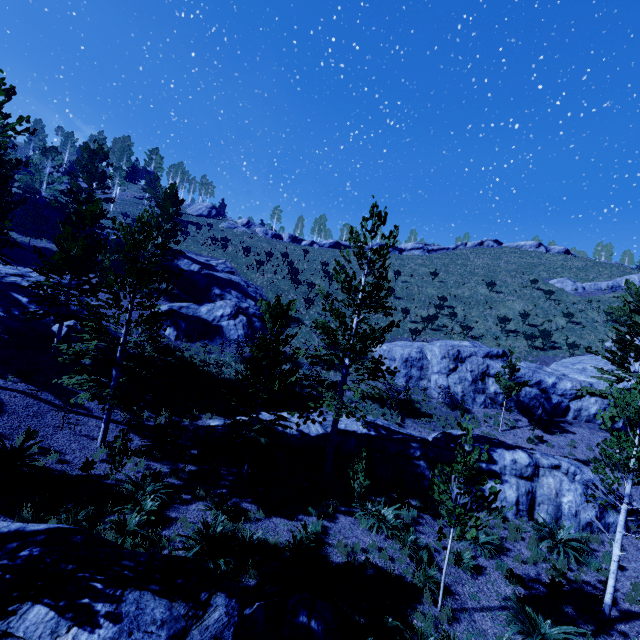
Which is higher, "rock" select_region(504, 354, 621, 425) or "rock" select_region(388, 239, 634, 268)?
"rock" select_region(388, 239, 634, 268)

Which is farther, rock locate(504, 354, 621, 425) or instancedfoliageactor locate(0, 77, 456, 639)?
rock locate(504, 354, 621, 425)

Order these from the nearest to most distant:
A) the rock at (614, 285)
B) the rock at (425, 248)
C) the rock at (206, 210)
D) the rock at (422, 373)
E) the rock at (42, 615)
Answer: the rock at (42, 615), the rock at (422, 373), the rock at (614, 285), the rock at (425, 248), the rock at (206, 210)

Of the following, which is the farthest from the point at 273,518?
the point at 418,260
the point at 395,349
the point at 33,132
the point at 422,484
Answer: the point at 418,260

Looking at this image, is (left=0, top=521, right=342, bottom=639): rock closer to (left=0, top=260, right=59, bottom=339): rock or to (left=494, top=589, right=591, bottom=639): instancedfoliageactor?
(left=494, top=589, right=591, bottom=639): instancedfoliageactor

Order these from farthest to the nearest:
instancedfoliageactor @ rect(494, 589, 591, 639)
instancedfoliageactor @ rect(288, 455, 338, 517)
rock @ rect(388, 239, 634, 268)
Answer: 1. rock @ rect(388, 239, 634, 268)
2. instancedfoliageactor @ rect(288, 455, 338, 517)
3. instancedfoliageactor @ rect(494, 589, 591, 639)

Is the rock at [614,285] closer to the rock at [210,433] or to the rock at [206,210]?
the rock at [206,210]

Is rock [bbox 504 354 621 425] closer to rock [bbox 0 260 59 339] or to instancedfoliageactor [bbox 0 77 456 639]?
instancedfoliageactor [bbox 0 77 456 639]
